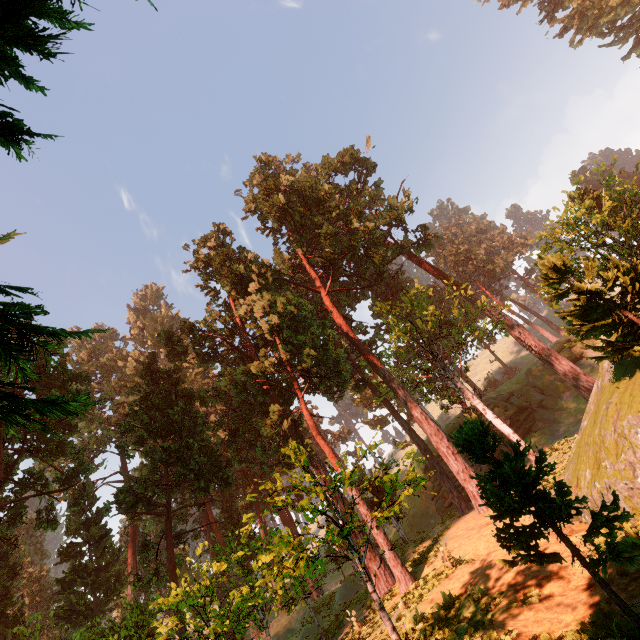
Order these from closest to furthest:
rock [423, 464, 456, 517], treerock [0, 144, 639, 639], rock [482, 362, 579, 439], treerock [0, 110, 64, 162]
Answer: treerock [0, 110, 64, 162] < treerock [0, 144, 639, 639] < rock [423, 464, 456, 517] < rock [482, 362, 579, 439]

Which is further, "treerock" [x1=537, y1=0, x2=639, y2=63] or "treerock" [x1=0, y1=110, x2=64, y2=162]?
"treerock" [x1=537, y1=0, x2=639, y2=63]

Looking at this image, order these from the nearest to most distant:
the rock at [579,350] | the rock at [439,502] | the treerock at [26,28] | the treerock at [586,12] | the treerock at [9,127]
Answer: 1. the treerock at [26,28]
2. the treerock at [9,127]
3. the rock at [439,502]
4. the rock at [579,350]
5. the treerock at [586,12]

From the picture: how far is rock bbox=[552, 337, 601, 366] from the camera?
38.2 meters

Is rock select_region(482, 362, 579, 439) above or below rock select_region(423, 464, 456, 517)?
above

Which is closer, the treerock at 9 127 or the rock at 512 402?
the treerock at 9 127

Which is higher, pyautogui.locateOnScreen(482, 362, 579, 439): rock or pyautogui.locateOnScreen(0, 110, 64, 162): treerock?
pyautogui.locateOnScreen(0, 110, 64, 162): treerock

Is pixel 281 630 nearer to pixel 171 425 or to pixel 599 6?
pixel 171 425
